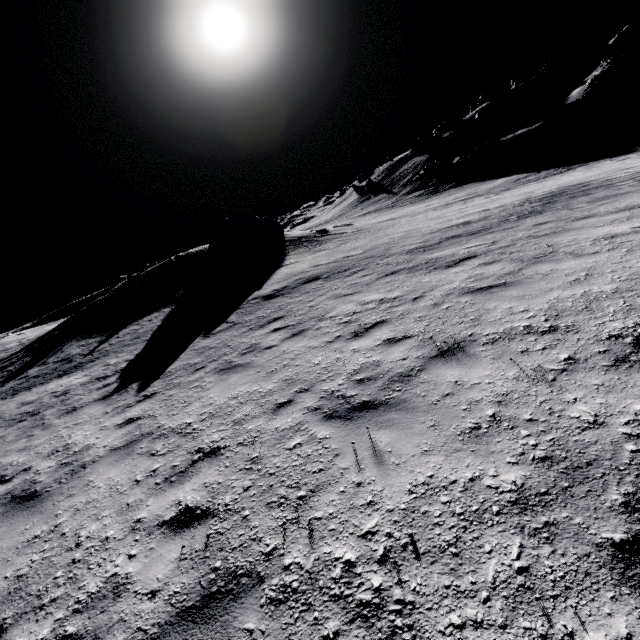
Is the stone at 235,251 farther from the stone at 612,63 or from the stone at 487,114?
the stone at 487,114

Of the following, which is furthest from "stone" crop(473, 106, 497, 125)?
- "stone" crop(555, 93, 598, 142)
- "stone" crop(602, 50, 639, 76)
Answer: "stone" crop(555, 93, 598, 142)

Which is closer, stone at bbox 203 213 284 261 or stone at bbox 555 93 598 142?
stone at bbox 203 213 284 261

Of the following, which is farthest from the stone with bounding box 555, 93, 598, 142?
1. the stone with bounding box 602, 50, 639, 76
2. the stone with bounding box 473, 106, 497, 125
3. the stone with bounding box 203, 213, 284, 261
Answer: the stone with bounding box 203, 213, 284, 261

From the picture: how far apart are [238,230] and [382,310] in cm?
2106

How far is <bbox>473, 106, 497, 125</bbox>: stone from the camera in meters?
56.7 m

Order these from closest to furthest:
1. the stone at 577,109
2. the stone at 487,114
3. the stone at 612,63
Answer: the stone at 577,109
the stone at 612,63
the stone at 487,114

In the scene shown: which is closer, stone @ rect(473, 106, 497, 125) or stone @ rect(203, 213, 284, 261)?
stone @ rect(203, 213, 284, 261)
